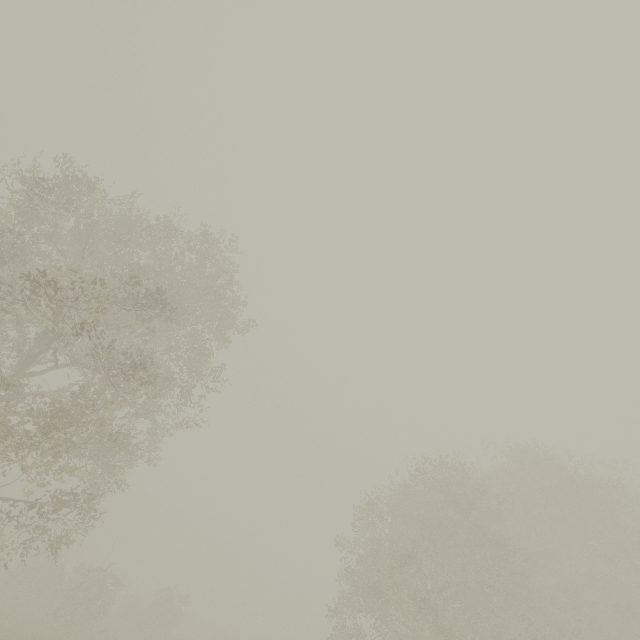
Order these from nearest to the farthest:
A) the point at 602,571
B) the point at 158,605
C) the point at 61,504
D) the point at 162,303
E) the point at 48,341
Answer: the point at 162,303, the point at 61,504, the point at 48,341, the point at 602,571, the point at 158,605
